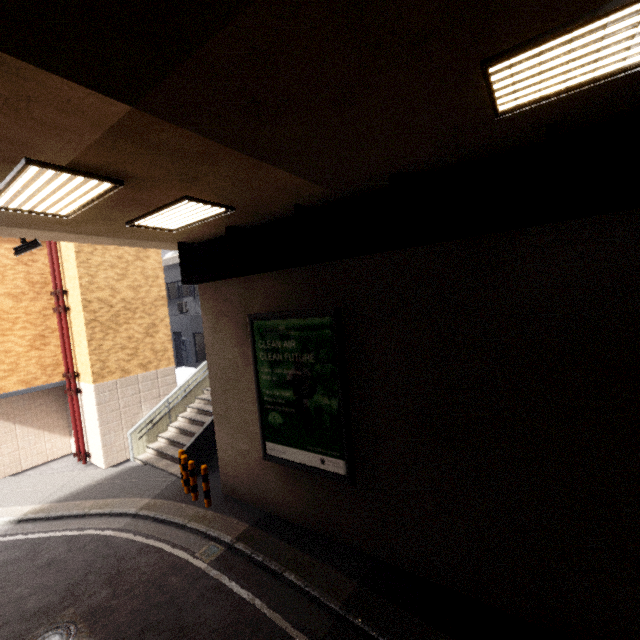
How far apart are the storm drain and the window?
7.3 meters

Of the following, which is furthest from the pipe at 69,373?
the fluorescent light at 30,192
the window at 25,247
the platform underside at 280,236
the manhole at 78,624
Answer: the fluorescent light at 30,192

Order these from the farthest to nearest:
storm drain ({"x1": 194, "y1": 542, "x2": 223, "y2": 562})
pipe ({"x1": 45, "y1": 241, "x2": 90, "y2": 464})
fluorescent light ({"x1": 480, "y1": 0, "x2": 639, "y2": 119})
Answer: pipe ({"x1": 45, "y1": 241, "x2": 90, "y2": 464}) < storm drain ({"x1": 194, "y1": 542, "x2": 223, "y2": 562}) < fluorescent light ({"x1": 480, "y1": 0, "x2": 639, "y2": 119})

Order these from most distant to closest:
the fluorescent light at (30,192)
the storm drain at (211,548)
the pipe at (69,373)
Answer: the pipe at (69,373) → the storm drain at (211,548) → the fluorescent light at (30,192)

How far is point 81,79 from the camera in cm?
242

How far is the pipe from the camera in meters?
11.3 m

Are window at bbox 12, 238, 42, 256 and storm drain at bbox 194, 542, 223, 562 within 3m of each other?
no

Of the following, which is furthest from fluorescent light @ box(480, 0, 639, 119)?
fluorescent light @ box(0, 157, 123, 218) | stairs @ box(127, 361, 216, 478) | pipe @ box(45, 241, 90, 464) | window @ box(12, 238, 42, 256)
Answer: pipe @ box(45, 241, 90, 464)
